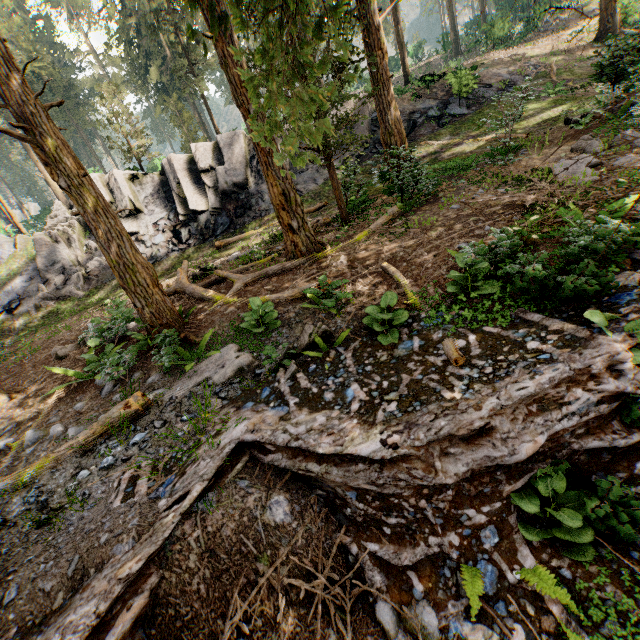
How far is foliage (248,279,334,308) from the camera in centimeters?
723cm

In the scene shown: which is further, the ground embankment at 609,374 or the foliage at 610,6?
the foliage at 610,6

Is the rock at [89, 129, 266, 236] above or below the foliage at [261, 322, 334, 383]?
above

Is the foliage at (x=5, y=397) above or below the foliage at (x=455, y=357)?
above

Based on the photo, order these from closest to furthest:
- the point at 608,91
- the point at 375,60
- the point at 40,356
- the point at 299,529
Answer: the point at 299,529 < the point at 375,60 < the point at 40,356 < the point at 608,91

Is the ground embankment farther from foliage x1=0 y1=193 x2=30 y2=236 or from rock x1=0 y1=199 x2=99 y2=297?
rock x1=0 y1=199 x2=99 y2=297

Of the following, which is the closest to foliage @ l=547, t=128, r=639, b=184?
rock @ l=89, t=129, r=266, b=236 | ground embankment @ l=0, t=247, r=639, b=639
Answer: ground embankment @ l=0, t=247, r=639, b=639
